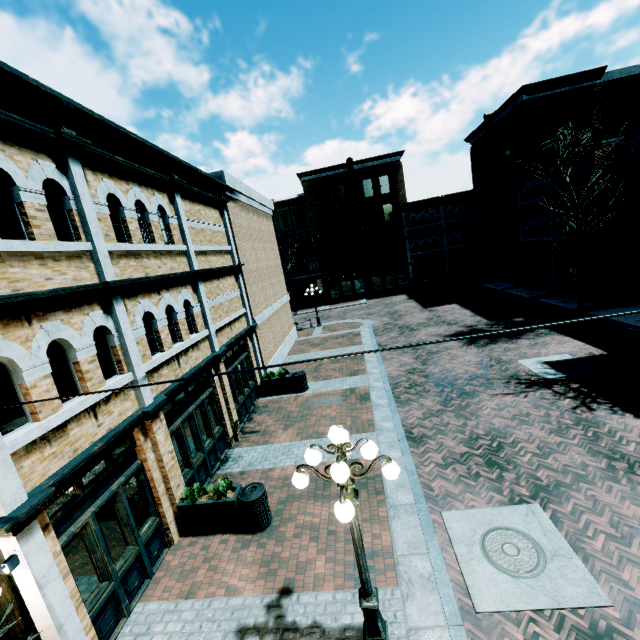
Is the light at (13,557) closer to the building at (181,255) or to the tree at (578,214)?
the building at (181,255)

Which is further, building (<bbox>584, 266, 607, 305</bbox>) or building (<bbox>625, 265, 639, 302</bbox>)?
building (<bbox>584, 266, 607, 305</bbox>)

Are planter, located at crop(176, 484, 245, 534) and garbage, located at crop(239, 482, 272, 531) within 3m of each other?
yes

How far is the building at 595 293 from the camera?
18.8 meters

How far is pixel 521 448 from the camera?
8.76m

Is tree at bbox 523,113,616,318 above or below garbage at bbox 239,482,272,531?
above

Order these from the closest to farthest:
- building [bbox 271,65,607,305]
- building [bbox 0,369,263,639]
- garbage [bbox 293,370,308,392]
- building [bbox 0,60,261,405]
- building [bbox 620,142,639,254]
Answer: building [bbox 0,369,263,639], building [bbox 0,60,261,405], garbage [bbox 293,370,308,392], building [bbox 620,142,639,254], building [bbox 271,65,607,305]

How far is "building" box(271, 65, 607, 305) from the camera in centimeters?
2330cm
